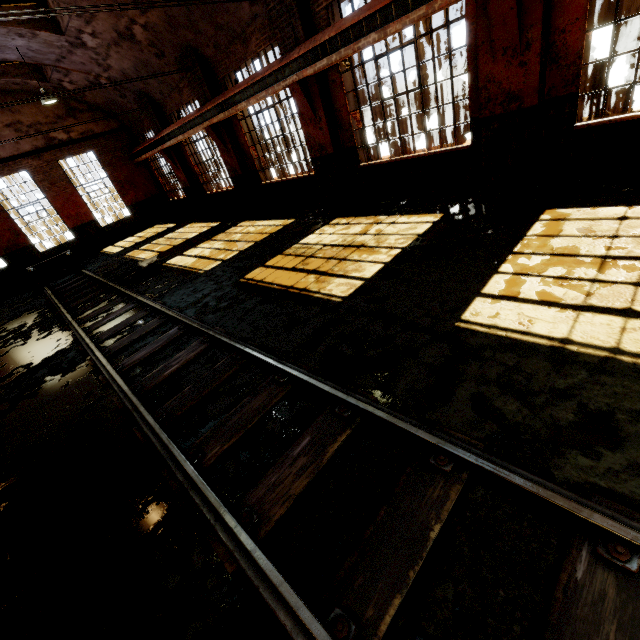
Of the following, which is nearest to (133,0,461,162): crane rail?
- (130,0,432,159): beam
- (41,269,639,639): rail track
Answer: (130,0,432,159): beam

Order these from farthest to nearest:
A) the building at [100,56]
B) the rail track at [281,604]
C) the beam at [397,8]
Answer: the building at [100,56], the beam at [397,8], the rail track at [281,604]

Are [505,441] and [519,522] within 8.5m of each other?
yes

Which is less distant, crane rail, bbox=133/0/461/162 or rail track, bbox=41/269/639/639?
rail track, bbox=41/269/639/639

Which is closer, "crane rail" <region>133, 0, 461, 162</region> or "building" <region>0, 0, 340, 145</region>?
"crane rail" <region>133, 0, 461, 162</region>

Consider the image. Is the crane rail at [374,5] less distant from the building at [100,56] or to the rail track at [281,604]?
the building at [100,56]

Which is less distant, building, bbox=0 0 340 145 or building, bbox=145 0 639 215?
building, bbox=145 0 639 215
